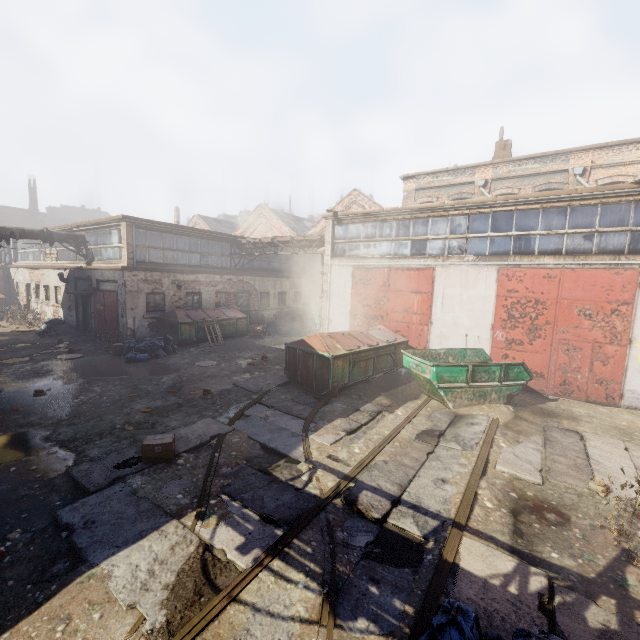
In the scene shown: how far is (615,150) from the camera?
15.7m

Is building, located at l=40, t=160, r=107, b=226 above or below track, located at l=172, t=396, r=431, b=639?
above

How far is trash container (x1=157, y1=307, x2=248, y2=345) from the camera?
15.87m

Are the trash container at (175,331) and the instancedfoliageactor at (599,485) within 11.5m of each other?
no

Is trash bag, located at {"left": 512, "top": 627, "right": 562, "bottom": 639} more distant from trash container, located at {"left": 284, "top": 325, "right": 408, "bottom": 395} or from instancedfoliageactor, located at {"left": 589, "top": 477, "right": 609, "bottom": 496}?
trash container, located at {"left": 284, "top": 325, "right": 408, "bottom": 395}

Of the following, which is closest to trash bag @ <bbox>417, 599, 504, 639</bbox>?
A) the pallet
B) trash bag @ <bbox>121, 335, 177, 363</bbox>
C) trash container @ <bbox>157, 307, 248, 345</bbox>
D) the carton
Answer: the carton

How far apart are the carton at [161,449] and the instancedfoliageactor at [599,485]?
7.3 meters

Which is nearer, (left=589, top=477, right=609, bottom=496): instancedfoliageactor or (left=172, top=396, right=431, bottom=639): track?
(left=172, top=396, right=431, bottom=639): track
